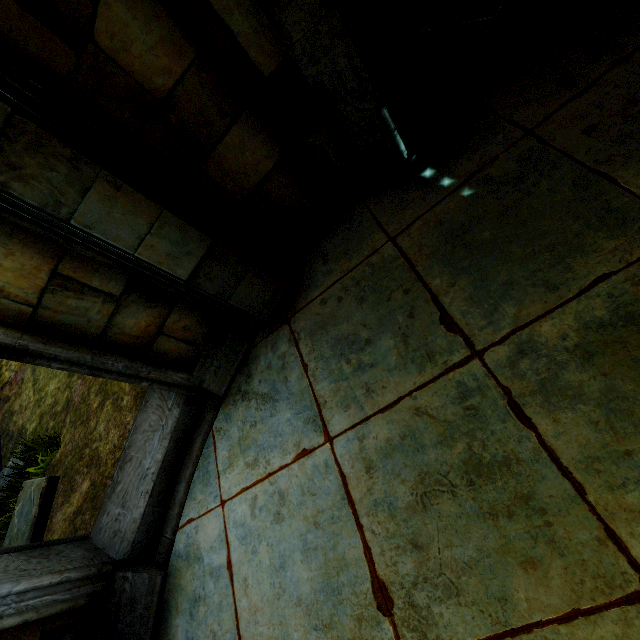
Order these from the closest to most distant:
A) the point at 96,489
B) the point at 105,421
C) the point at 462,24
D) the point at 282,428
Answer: the point at 282,428
the point at 462,24
the point at 96,489
the point at 105,421
